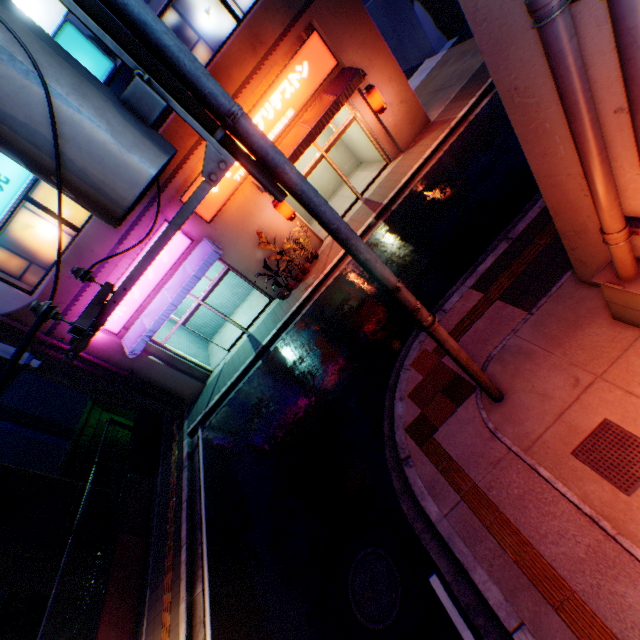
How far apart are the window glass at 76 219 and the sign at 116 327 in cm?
162

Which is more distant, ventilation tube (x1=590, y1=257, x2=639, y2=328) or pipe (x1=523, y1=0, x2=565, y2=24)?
ventilation tube (x1=590, y1=257, x2=639, y2=328)

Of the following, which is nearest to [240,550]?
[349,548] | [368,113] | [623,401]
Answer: [349,548]

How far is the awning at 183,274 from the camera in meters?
11.5

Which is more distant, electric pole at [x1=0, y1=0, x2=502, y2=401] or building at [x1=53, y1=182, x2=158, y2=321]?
building at [x1=53, y1=182, x2=158, y2=321]

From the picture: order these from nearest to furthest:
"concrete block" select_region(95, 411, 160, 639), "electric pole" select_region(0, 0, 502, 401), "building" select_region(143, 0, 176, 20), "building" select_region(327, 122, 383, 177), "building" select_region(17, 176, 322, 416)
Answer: "electric pole" select_region(0, 0, 502, 401) < "concrete block" select_region(95, 411, 160, 639) < "building" select_region(143, 0, 176, 20) < "building" select_region(17, 176, 322, 416) < "building" select_region(327, 122, 383, 177)

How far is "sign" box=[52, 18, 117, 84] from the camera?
8.40m

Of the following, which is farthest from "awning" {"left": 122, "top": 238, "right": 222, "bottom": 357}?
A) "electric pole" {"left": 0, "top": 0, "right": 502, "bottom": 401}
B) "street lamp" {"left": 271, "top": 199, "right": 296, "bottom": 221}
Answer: "electric pole" {"left": 0, "top": 0, "right": 502, "bottom": 401}
